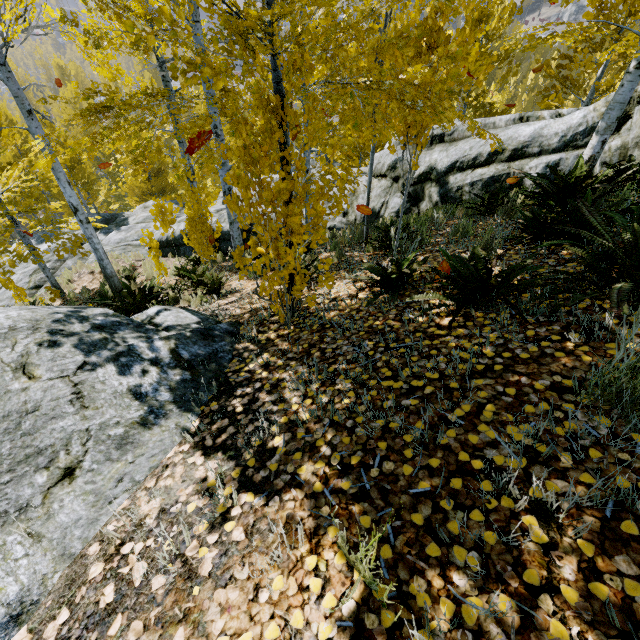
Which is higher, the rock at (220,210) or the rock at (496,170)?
the rock at (496,170)

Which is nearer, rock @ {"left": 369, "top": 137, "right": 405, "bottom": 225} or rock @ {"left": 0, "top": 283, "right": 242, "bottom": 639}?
rock @ {"left": 0, "top": 283, "right": 242, "bottom": 639}

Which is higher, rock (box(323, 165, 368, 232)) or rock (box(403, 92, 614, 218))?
rock (box(403, 92, 614, 218))

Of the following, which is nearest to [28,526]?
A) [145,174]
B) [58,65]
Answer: [145,174]

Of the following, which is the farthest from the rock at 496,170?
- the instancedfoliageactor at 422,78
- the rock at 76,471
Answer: the rock at 76,471

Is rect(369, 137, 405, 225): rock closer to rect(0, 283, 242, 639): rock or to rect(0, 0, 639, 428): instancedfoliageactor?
rect(0, 0, 639, 428): instancedfoliageactor
